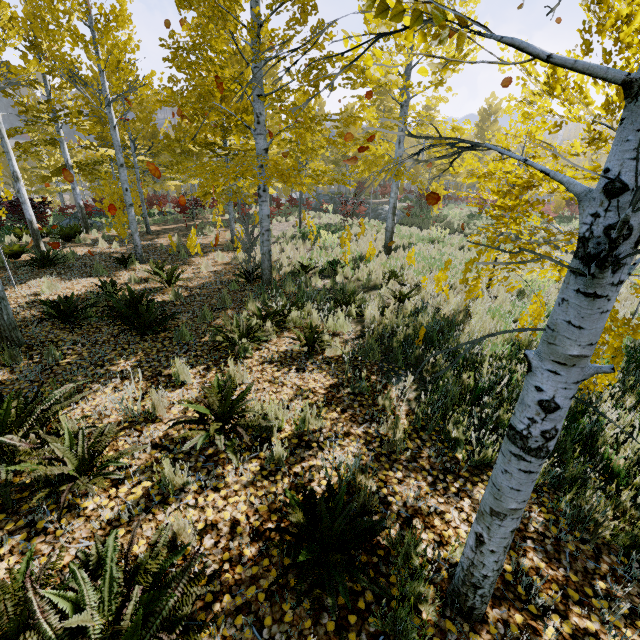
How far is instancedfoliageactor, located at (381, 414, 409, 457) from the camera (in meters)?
3.40

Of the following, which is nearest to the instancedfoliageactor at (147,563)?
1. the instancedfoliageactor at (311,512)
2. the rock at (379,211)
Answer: the instancedfoliageactor at (311,512)

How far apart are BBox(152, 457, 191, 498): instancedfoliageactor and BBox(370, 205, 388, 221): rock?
21.0 meters

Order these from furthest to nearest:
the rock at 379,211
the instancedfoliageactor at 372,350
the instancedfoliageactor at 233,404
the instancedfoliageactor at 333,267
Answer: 1. the rock at 379,211
2. the instancedfoliageactor at 333,267
3. the instancedfoliageactor at 372,350
4. the instancedfoliageactor at 233,404

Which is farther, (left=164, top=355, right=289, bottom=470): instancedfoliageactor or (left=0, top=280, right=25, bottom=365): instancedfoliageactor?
(left=0, top=280, right=25, bottom=365): instancedfoliageactor

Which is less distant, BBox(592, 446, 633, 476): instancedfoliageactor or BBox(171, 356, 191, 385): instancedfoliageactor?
BBox(592, 446, 633, 476): instancedfoliageactor

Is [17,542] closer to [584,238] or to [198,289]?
[584,238]
